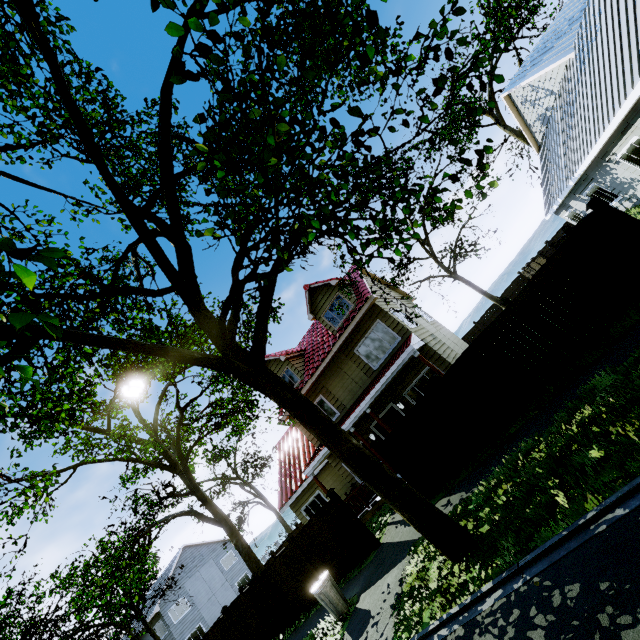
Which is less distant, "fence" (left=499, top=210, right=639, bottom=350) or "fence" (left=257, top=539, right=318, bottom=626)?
"fence" (left=499, top=210, right=639, bottom=350)

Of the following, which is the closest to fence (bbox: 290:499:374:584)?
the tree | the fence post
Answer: Result: the fence post

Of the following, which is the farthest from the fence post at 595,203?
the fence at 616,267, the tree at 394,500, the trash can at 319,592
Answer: the trash can at 319,592

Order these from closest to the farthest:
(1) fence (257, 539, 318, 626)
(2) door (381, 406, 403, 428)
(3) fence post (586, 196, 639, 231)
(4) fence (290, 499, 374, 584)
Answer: (3) fence post (586, 196, 639, 231)
(4) fence (290, 499, 374, 584)
(1) fence (257, 539, 318, 626)
(2) door (381, 406, 403, 428)

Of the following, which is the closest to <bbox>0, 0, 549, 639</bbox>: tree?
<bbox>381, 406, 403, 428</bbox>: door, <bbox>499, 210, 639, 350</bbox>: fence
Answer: <bbox>499, 210, 639, 350</bbox>: fence

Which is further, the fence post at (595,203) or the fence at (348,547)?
the fence at (348,547)

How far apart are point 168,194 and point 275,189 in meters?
4.5

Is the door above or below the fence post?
above
